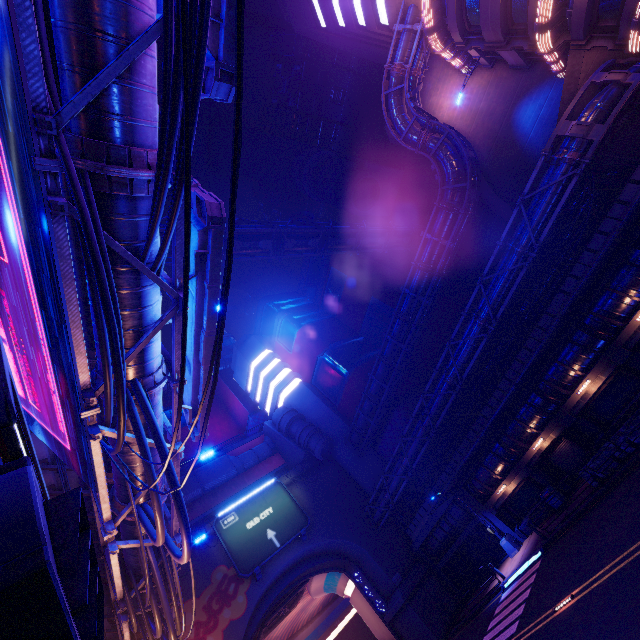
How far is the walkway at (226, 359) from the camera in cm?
5613

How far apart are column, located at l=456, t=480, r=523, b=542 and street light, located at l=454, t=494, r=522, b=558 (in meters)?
0.01

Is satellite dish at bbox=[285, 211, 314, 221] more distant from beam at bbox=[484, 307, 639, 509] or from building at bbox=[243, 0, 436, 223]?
beam at bbox=[484, 307, 639, 509]

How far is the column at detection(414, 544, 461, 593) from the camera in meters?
28.4 m

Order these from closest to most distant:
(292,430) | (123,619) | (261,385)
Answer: (123,619) < (292,430) < (261,385)

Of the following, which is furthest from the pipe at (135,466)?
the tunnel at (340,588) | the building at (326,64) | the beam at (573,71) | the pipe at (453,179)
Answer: the beam at (573,71)

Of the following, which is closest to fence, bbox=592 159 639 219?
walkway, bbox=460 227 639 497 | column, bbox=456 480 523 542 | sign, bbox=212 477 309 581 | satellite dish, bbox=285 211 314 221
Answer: walkway, bbox=460 227 639 497

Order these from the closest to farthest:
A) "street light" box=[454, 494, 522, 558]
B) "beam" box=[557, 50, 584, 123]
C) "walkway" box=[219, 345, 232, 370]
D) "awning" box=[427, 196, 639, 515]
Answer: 1. "awning" box=[427, 196, 639, 515]
2. "beam" box=[557, 50, 584, 123]
3. "street light" box=[454, 494, 522, 558]
4. "walkway" box=[219, 345, 232, 370]
